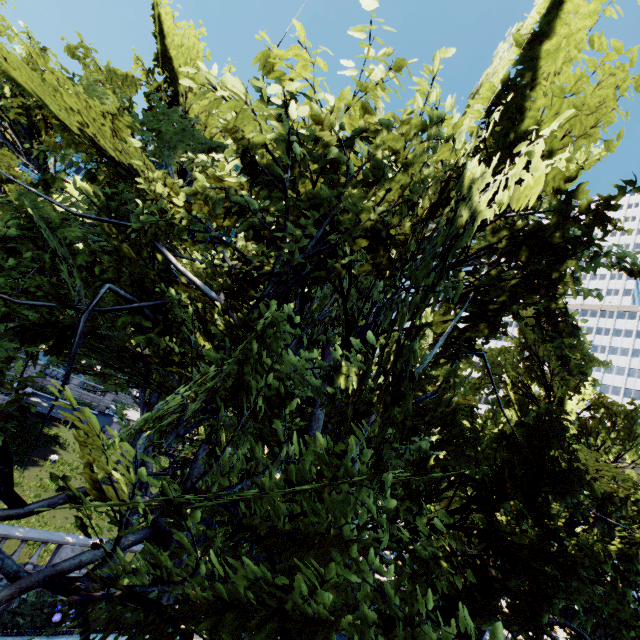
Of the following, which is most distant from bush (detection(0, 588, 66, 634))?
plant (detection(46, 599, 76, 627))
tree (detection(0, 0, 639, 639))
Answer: tree (detection(0, 0, 639, 639))

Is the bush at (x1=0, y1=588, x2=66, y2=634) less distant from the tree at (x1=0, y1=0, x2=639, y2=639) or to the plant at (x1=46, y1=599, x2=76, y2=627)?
the plant at (x1=46, y1=599, x2=76, y2=627)

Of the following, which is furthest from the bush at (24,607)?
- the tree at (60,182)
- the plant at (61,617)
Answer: the tree at (60,182)

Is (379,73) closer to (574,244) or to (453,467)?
(574,244)

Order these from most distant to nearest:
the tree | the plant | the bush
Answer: the plant, the bush, the tree

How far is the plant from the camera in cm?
1259

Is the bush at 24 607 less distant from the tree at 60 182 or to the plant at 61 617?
the plant at 61 617

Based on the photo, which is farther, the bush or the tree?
the bush
